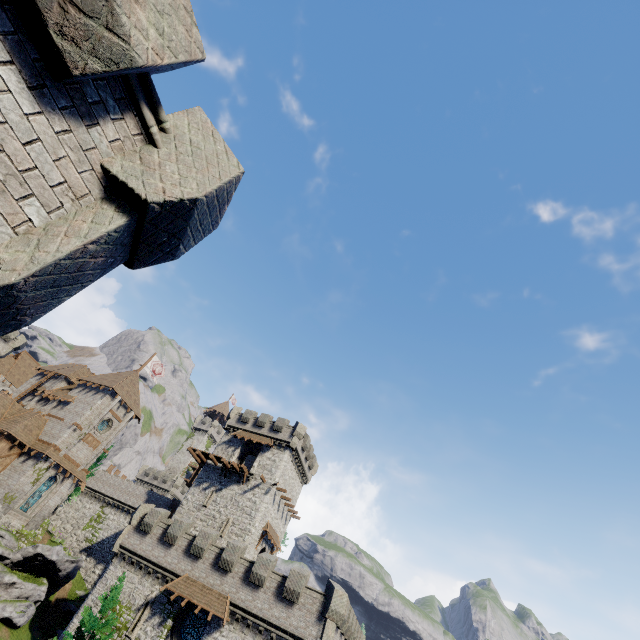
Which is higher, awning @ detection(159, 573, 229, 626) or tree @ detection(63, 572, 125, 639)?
awning @ detection(159, 573, 229, 626)

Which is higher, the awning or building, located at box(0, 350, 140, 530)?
building, located at box(0, 350, 140, 530)

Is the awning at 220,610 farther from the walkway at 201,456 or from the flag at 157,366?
the flag at 157,366

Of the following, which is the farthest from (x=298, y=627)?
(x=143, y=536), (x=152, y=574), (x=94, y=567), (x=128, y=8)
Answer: (x=94, y=567)

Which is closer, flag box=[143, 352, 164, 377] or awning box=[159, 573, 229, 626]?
awning box=[159, 573, 229, 626]

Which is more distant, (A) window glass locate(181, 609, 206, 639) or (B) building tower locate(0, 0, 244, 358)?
(A) window glass locate(181, 609, 206, 639)

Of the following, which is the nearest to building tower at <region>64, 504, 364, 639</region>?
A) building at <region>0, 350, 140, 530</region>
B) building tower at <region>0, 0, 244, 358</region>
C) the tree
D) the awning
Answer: the awning

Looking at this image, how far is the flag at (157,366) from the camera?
49.2m
